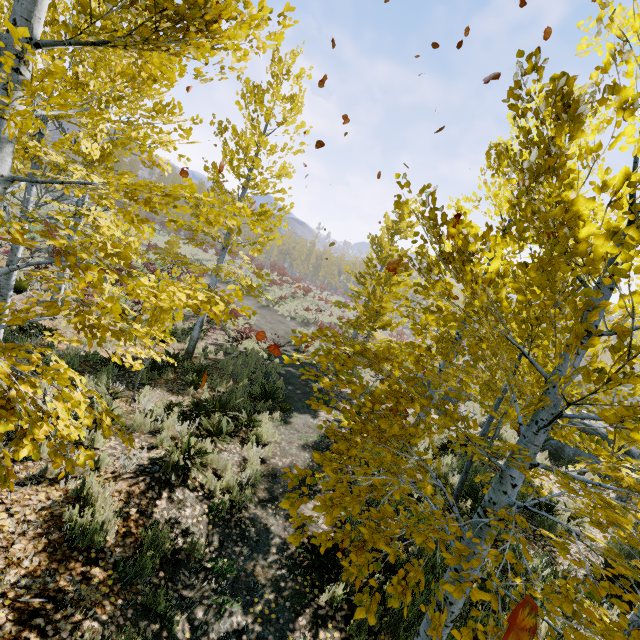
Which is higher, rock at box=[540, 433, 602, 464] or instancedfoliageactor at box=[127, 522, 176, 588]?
rock at box=[540, 433, 602, 464]

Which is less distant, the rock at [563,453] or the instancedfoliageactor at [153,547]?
the instancedfoliageactor at [153,547]

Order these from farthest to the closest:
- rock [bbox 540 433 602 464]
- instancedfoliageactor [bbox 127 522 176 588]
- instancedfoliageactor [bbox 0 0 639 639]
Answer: rock [bbox 540 433 602 464]
instancedfoliageactor [bbox 127 522 176 588]
instancedfoliageactor [bbox 0 0 639 639]

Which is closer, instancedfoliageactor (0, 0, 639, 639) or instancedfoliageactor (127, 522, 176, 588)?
instancedfoliageactor (0, 0, 639, 639)

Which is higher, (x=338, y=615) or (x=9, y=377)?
(x=9, y=377)

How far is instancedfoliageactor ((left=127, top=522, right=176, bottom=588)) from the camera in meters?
3.7 m

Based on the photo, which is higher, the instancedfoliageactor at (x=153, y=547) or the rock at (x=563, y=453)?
the rock at (x=563, y=453)

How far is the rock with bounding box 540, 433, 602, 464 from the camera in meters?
12.4 m
